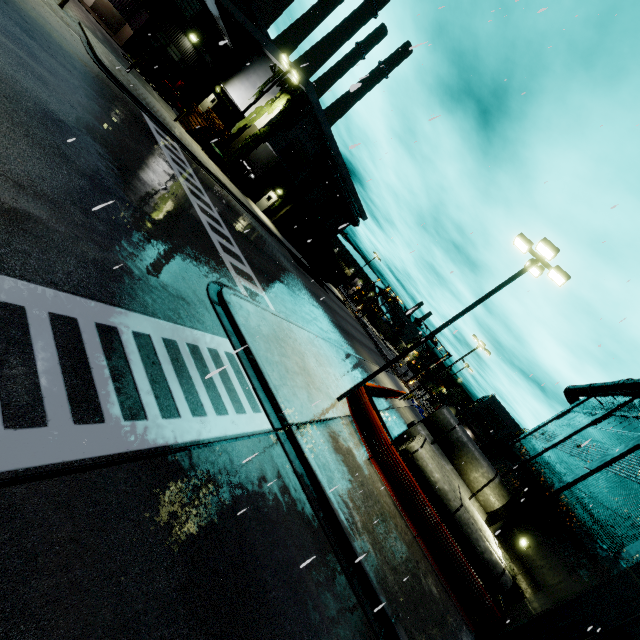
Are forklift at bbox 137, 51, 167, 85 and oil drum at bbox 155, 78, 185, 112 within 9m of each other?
yes

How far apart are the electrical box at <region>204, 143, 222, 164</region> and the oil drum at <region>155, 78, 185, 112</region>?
6.30m

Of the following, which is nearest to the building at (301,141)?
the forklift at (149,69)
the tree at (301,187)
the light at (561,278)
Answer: the tree at (301,187)

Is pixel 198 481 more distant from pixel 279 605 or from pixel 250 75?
pixel 250 75

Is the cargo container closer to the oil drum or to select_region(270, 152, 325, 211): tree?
select_region(270, 152, 325, 211): tree

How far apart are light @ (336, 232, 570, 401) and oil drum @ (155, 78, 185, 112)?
32.3 meters

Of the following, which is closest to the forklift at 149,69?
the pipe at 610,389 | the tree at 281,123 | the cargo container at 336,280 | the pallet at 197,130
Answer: the pallet at 197,130

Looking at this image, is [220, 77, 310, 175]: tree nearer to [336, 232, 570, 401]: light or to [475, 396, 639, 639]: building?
[475, 396, 639, 639]: building
